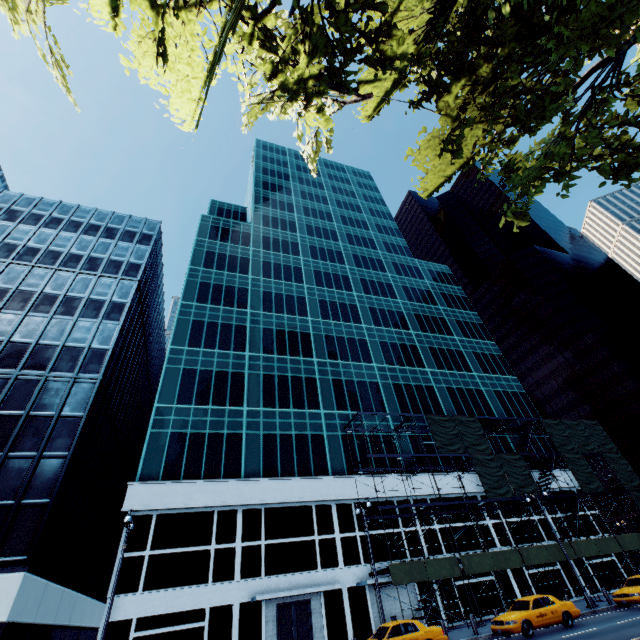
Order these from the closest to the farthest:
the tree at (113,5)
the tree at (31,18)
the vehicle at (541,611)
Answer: the tree at (113,5) < the tree at (31,18) < the vehicle at (541,611)

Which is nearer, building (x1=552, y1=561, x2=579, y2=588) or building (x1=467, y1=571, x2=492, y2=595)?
building (x1=467, y1=571, x2=492, y2=595)

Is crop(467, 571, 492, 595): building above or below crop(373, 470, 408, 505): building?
below

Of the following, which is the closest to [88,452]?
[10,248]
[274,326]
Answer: [274,326]

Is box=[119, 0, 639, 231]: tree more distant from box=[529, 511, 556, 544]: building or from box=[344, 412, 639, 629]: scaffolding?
box=[529, 511, 556, 544]: building

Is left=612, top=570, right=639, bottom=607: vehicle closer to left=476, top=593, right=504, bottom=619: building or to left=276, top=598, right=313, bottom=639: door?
left=476, top=593, right=504, bottom=619: building

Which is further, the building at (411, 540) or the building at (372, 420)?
the building at (372, 420)
